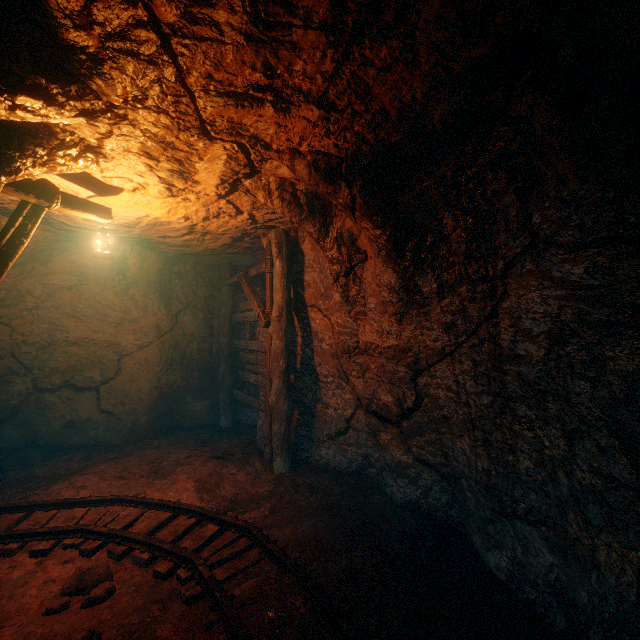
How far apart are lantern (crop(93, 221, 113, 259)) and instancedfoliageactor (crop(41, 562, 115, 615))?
3.6m

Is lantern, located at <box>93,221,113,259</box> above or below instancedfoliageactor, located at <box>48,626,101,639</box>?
above

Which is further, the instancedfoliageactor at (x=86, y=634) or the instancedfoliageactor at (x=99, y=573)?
the instancedfoliageactor at (x=99, y=573)

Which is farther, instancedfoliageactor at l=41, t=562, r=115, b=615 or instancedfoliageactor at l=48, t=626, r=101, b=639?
instancedfoliageactor at l=41, t=562, r=115, b=615

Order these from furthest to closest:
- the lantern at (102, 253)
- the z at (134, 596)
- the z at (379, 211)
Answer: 1. the lantern at (102, 253)
2. the z at (134, 596)
3. the z at (379, 211)

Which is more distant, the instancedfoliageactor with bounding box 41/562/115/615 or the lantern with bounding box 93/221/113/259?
the lantern with bounding box 93/221/113/259

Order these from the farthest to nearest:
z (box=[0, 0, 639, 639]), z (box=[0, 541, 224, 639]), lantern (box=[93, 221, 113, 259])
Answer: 1. lantern (box=[93, 221, 113, 259])
2. z (box=[0, 541, 224, 639])
3. z (box=[0, 0, 639, 639])

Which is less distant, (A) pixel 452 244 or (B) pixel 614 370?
(B) pixel 614 370
